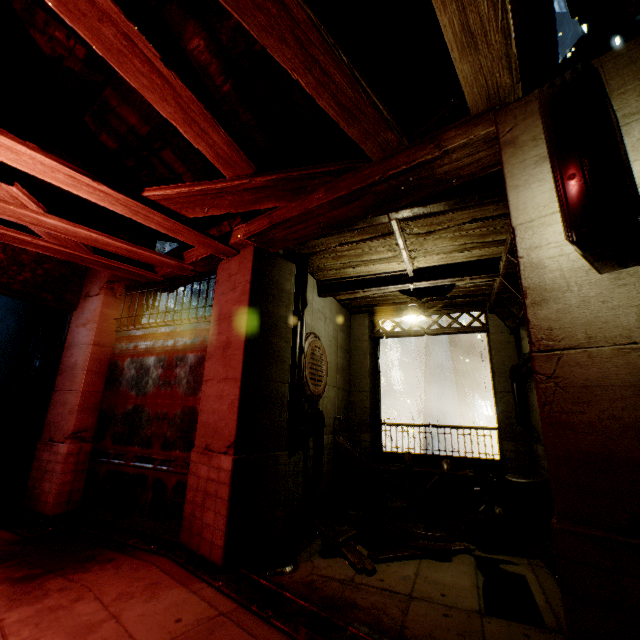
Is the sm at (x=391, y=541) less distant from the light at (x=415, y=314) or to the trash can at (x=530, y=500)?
the trash can at (x=530, y=500)

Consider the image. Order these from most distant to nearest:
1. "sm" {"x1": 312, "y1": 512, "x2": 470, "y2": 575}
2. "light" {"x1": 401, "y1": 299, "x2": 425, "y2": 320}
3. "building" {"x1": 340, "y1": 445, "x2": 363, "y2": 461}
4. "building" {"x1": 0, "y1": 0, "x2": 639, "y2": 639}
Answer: "building" {"x1": 340, "y1": 445, "x2": 363, "y2": 461} → "light" {"x1": 401, "y1": 299, "x2": 425, "y2": 320} → "sm" {"x1": 312, "y1": 512, "x2": 470, "y2": 575} → "building" {"x1": 0, "y1": 0, "x2": 639, "y2": 639}

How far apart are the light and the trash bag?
4.3 meters

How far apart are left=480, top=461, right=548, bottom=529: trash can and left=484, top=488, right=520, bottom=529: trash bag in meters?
0.1 m

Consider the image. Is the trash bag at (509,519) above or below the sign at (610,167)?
below

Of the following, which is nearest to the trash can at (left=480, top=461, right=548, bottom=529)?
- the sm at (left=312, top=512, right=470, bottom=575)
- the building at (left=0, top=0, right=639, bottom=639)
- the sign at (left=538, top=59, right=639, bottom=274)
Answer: the building at (left=0, top=0, right=639, bottom=639)

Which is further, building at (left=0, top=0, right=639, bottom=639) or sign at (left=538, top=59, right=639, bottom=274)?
building at (left=0, top=0, right=639, bottom=639)

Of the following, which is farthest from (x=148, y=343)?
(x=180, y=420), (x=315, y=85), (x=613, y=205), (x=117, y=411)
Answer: (x=613, y=205)
